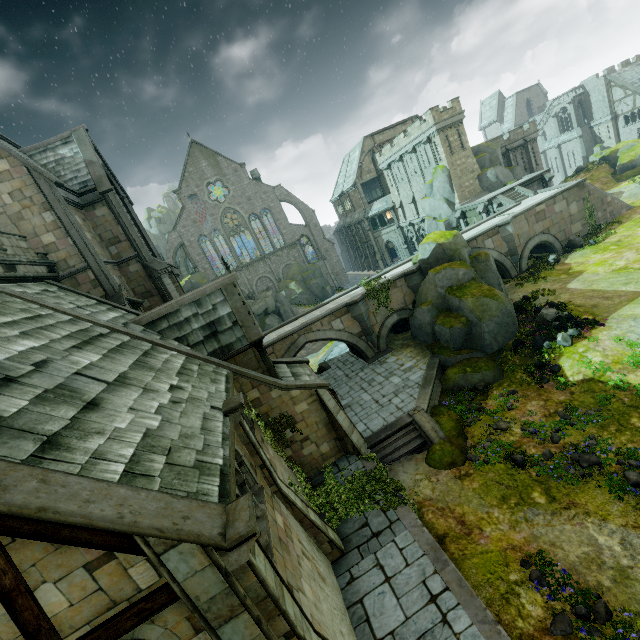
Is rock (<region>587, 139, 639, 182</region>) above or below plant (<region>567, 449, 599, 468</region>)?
above

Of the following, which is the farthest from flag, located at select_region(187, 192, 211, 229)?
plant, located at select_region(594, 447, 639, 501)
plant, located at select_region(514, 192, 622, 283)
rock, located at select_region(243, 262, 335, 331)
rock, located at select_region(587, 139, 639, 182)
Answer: rock, located at select_region(587, 139, 639, 182)

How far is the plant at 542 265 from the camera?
25.6 meters

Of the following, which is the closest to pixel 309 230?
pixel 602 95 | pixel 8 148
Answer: pixel 8 148

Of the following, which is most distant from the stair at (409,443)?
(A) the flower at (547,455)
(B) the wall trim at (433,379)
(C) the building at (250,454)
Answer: (A) the flower at (547,455)

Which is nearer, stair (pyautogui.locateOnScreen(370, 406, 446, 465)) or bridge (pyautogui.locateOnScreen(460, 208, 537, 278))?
stair (pyautogui.locateOnScreen(370, 406, 446, 465))

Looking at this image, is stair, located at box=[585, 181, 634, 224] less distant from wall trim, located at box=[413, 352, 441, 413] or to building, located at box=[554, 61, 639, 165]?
wall trim, located at box=[413, 352, 441, 413]

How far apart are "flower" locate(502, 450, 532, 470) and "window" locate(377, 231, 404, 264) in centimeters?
4232cm
